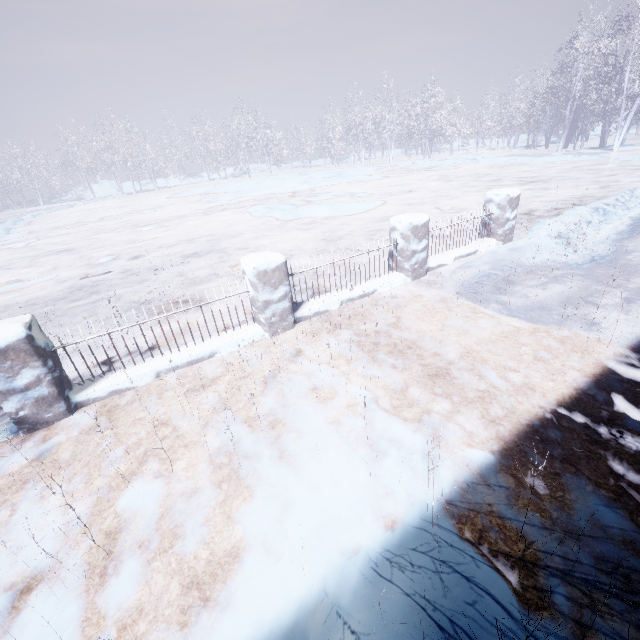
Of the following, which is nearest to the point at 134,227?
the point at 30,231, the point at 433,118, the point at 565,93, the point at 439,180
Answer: the point at 30,231
